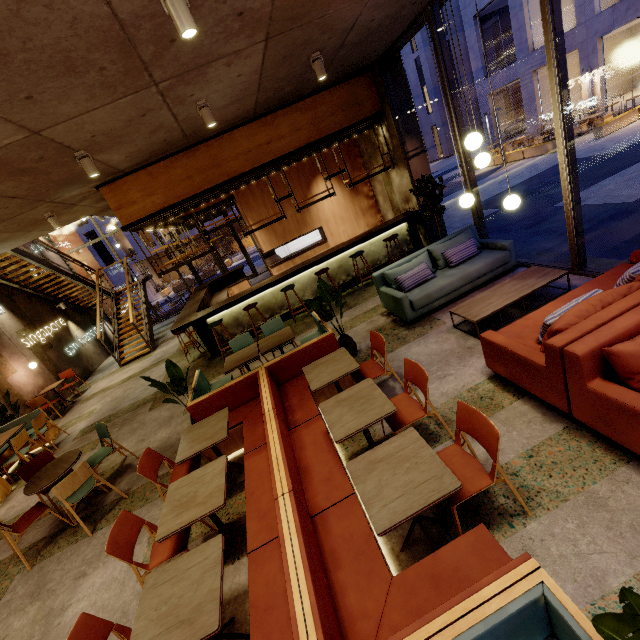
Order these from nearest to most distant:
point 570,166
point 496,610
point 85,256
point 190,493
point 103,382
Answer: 1. point 496,610
2. point 190,493
3. point 570,166
4. point 103,382
5. point 85,256

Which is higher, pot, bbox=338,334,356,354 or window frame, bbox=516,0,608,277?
window frame, bbox=516,0,608,277

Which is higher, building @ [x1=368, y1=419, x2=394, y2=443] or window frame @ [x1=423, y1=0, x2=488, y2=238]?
window frame @ [x1=423, y1=0, x2=488, y2=238]

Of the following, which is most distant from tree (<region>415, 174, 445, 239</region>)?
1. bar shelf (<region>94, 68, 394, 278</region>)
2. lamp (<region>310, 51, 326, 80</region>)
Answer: lamp (<region>310, 51, 326, 80</region>)

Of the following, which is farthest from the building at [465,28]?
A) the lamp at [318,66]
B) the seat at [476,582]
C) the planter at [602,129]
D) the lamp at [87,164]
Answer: the lamp at [87,164]

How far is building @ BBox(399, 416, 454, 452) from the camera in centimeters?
332cm

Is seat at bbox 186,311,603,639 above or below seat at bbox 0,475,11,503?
above

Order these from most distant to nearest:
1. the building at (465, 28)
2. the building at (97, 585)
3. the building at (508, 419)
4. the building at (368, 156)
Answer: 1. the building at (465, 28)
2. the building at (368, 156)
3. the building at (97, 585)
4. the building at (508, 419)
